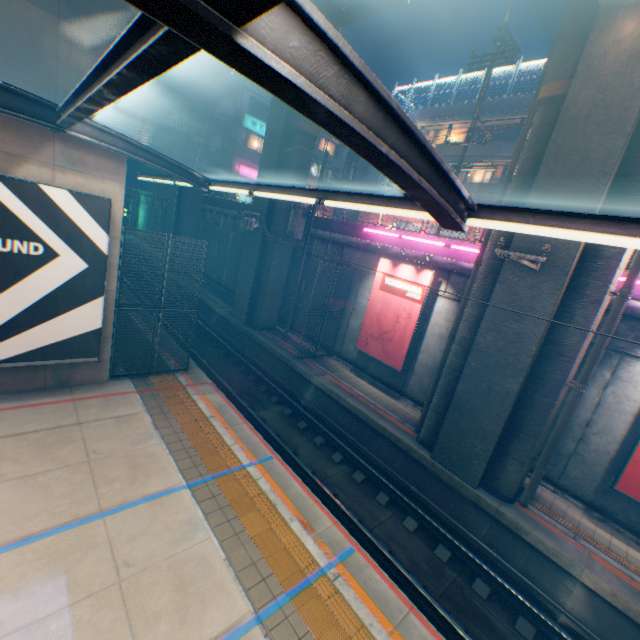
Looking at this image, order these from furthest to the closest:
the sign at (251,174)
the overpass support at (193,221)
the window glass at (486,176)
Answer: the sign at (251,174), the overpass support at (193,221), the window glass at (486,176)

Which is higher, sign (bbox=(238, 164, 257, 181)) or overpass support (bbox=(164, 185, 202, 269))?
sign (bbox=(238, 164, 257, 181))

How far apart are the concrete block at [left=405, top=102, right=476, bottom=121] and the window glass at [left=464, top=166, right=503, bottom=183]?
3.43m

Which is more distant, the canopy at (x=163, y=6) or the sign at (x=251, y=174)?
the sign at (x=251, y=174)

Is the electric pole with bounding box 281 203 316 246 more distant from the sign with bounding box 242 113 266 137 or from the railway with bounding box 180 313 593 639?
the sign with bounding box 242 113 266 137

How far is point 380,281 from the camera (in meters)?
14.37

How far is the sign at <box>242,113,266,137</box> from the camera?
31.7m

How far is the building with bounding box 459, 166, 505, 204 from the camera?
24.0m
